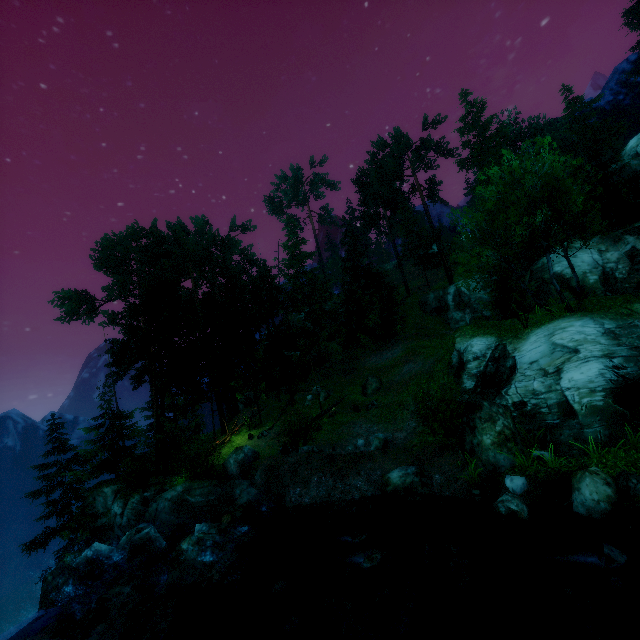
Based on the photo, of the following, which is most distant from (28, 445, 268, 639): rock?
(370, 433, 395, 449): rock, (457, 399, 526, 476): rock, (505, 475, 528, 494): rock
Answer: (505, 475, 528, 494): rock

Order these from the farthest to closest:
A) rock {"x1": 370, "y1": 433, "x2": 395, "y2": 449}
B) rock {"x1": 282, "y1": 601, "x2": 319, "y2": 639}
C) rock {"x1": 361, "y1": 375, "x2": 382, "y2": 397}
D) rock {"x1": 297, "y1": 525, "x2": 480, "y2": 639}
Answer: rock {"x1": 361, "y1": 375, "x2": 382, "y2": 397}
rock {"x1": 370, "y1": 433, "x2": 395, "y2": 449}
rock {"x1": 282, "y1": 601, "x2": 319, "y2": 639}
rock {"x1": 297, "y1": 525, "x2": 480, "y2": 639}

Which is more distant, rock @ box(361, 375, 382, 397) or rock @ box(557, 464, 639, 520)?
rock @ box(361, 375, 382, 397)

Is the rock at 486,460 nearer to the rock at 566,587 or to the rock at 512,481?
the rock at 512,481

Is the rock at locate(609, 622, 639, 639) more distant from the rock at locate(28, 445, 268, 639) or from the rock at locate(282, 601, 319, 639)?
the rock at locate(28, 445, 268, 639)

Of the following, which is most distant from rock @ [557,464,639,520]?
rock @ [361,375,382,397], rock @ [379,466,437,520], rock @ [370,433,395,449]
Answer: rock @ [361,375,382,397]

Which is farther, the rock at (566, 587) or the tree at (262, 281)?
the tree at (262, 281)

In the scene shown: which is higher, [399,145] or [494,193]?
[399,145]
